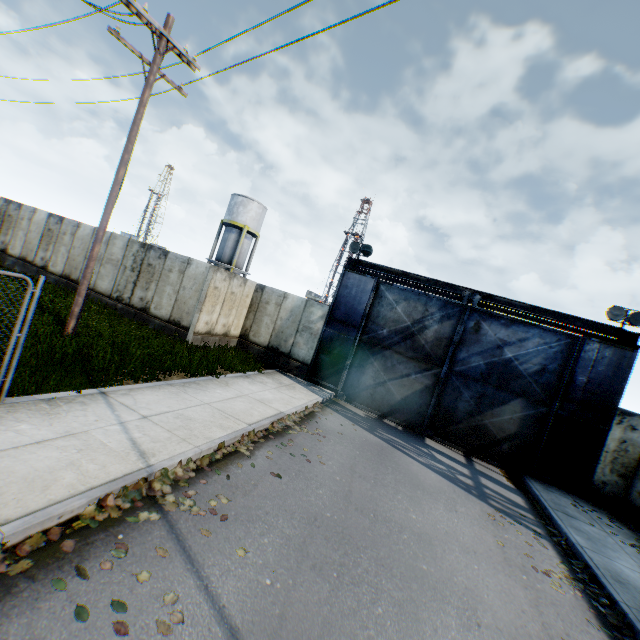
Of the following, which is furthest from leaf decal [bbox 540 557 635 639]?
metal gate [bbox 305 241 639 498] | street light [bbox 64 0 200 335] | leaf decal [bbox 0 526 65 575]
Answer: street light [bbox 64 0 200 335]

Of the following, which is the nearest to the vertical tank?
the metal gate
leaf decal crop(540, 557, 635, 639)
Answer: the metal gate

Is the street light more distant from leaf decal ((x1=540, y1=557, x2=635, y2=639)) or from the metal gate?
leaf decal ((x1=540, y1=557, x2=635, y2=639))

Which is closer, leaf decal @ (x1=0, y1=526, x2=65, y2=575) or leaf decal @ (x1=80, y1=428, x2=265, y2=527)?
leaf decal @ (x1=0, y1=526, x2=65, y2=575)

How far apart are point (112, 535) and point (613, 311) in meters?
15.6 m

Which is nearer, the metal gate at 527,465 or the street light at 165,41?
the street light at 165,41

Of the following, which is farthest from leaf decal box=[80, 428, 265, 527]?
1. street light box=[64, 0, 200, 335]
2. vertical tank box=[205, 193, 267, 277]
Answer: vertical tank box=[205, 193, 267, 277]

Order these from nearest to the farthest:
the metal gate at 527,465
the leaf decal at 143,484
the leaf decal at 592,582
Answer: the leaf decal at 143,484 < the leaf decal at 592,582 < the metal gate at 527,465
